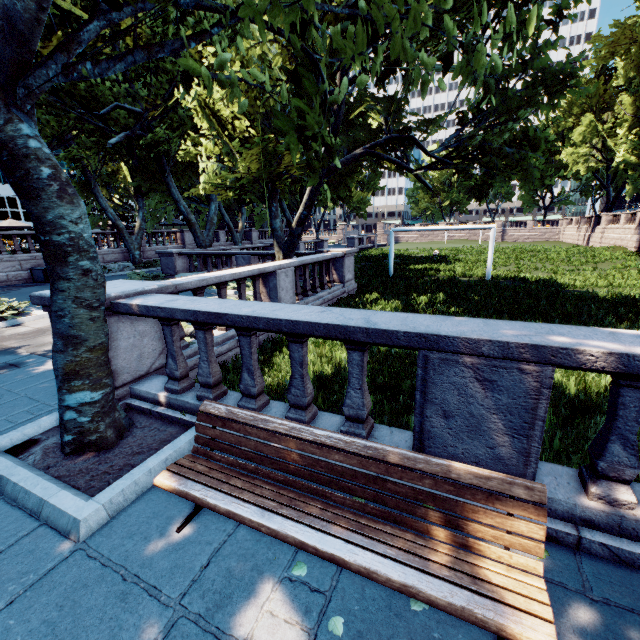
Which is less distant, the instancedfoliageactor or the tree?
the instancedfoliageactor

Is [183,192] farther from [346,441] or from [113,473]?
[346,441]

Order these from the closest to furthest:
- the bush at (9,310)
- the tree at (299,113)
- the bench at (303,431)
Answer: the bench at (303,431) < the tree at (299,113) < the bush at (9,310)

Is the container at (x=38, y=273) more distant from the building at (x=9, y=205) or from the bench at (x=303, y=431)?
the building at (x=9, y=205)

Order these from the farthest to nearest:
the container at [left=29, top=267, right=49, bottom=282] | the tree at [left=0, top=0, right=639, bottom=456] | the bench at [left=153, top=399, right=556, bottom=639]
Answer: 1. the container at [left=29, top=267, right=49, bottom=282]
2. the tree at [left=0, top=0, right=639, bottom=456]
3. the bench at [left=153, top=399, right=556, bottom=639]

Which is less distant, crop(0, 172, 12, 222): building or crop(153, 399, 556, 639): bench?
crop(153, 399, 556, 639): bench

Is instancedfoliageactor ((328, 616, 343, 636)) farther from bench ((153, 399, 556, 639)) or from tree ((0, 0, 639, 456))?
tree ((0, 0, 639, 456))

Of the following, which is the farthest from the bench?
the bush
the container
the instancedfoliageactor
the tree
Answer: the container
